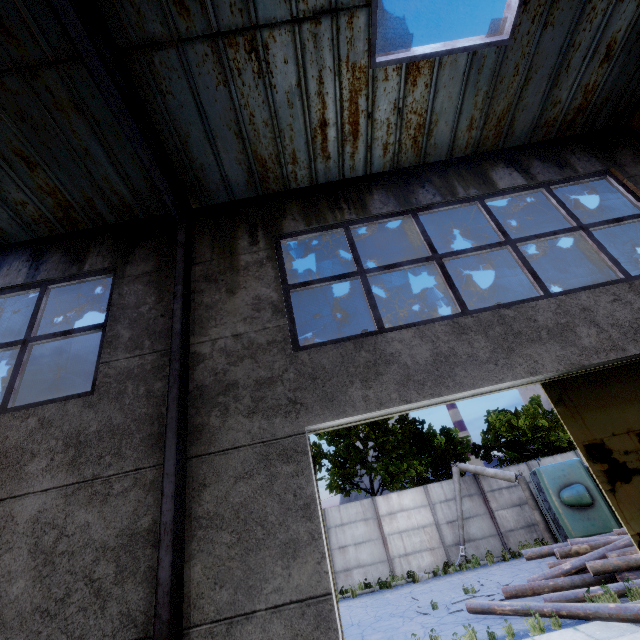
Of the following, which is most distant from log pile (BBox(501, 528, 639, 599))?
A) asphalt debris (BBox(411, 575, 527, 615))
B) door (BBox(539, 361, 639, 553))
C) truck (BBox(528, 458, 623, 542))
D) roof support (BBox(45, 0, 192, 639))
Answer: roof support (BBox(45, 0, 192, 639))

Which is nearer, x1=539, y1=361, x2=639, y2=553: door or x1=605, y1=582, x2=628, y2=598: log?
x1=539, y1=361, x2=639, y2=553: door

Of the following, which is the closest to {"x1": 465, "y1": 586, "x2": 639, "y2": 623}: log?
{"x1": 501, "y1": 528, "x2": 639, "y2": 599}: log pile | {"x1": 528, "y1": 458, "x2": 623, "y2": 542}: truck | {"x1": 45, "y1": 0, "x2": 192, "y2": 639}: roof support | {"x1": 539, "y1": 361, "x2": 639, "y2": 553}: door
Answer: {"x1": 501, "y1": 528, "x2": 639, "y2": 599}: log pile

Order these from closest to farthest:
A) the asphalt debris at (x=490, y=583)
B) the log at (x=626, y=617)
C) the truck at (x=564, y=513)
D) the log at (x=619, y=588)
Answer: the log at (x=626, y=617) → the log at (x=619, y=588) → the asphalt debris at (x=490, y=583) → the truck at (x=564, y=513)

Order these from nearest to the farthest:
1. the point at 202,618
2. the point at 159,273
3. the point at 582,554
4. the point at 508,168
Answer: the point at 202,618, the point at 159,273, the point at 508,168, the point at 582,554

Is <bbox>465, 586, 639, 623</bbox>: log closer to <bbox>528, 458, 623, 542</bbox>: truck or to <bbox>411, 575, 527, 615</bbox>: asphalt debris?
<bbox>411, 575, 527, 615</bbox>: asphalt debris

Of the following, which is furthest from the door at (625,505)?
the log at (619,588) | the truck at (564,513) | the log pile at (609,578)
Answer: the truck at (564,513)

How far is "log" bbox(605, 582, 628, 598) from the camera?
8.1m
